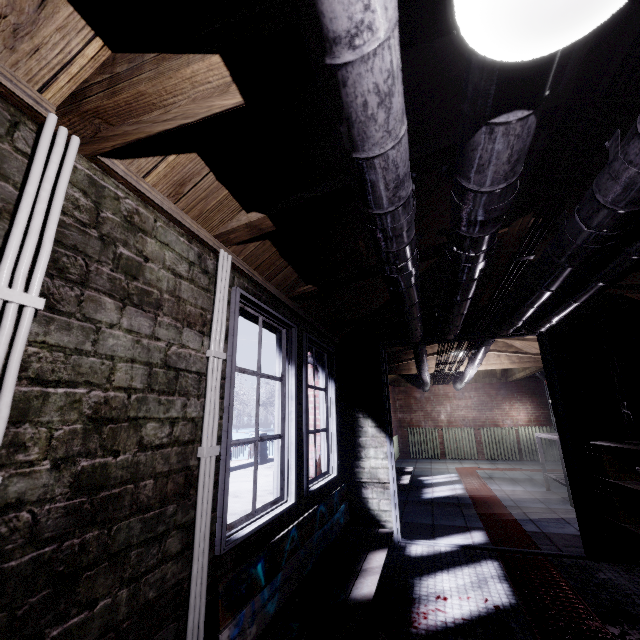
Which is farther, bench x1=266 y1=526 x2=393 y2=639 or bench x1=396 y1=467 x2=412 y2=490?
bench x1=396 y1=467 x2=412 y2=490

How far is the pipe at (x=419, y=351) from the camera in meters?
4.5

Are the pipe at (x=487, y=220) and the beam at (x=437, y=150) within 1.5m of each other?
yes

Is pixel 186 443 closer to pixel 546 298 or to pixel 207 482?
pixel 207 482

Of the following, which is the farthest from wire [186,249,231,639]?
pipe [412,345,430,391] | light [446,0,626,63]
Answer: pipe [412,345,430,391]

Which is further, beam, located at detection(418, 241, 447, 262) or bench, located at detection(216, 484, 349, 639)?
beam, located at detection(418, 241, 447, 262)

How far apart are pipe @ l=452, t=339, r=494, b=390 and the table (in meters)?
1.27

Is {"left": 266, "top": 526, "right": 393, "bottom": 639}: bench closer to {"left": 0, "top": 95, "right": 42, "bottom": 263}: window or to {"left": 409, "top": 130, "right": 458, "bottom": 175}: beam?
{"left": 0, "top": 95, "right": 42, "bottom": 263}: window
